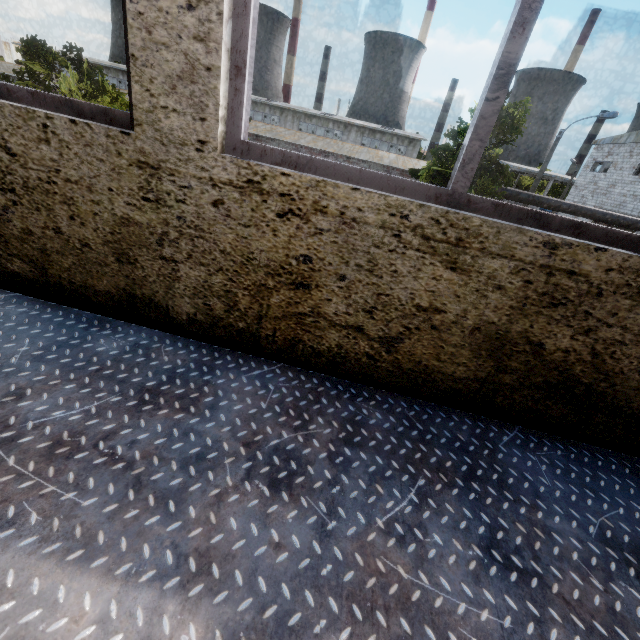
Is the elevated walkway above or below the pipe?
below

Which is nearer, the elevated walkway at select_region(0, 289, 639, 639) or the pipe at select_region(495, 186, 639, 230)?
the elevated walkway at select_region(0, 289, 639, 639)

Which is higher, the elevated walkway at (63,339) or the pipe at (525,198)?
the pipe at (525,198)

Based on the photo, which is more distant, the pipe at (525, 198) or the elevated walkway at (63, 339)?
the pipe at (525, 198)

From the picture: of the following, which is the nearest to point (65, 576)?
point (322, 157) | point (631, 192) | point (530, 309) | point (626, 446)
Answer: point (530, 309)
